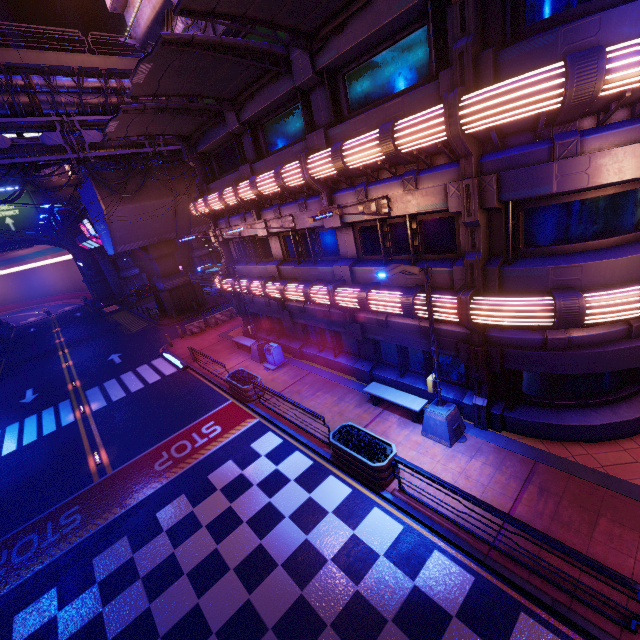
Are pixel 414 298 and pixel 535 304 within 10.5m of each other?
yes

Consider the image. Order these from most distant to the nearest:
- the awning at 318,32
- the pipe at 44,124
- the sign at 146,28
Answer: the pipe at 44,124
the sign at 146,28
the awning at 318,32

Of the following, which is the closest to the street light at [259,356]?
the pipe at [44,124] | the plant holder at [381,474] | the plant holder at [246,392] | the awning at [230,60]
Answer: the plant holder at [246,392]

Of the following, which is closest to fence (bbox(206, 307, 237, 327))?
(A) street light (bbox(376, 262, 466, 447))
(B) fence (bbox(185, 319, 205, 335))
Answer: (B) fence (bbox(185, 319, 205, 335))

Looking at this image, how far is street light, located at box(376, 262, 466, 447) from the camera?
8.1m

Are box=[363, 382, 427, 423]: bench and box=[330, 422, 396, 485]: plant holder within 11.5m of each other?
yes

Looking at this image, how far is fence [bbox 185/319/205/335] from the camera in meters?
26.1

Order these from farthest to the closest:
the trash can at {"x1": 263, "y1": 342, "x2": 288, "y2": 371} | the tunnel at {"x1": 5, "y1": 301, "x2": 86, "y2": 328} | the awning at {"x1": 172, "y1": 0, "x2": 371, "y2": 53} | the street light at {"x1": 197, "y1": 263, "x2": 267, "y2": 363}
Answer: the tunnel at {"x1": 5, "y1": 301, "x2": 86, "y2": 328}, the trash can at {"x1": 263, "y1": 342, "x2": 288, "y2": 371}, the street light at {"x1": 197, "y1": 263, "x2": 267, "y2": 363}, the awning at {"x1": 172, "y1": 0, "x2": 371, "y2": 53}
